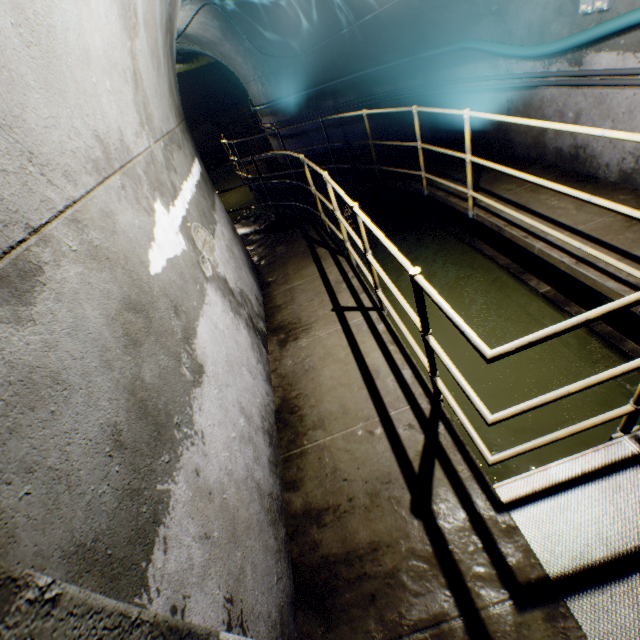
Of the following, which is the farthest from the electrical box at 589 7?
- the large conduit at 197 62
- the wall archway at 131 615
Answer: the large conduit at 197 62

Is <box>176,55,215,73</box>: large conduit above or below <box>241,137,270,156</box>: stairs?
above

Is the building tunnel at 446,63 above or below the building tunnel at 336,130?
above

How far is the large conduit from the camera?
12.8 meters

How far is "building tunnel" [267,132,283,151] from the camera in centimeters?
962cm

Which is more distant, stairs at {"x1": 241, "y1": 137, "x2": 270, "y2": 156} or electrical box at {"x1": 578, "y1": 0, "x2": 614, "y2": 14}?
stairs at {"x1": 241, "y1": 137, "x2": 270, "y2": 156}

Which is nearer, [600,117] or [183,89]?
[600,117]
